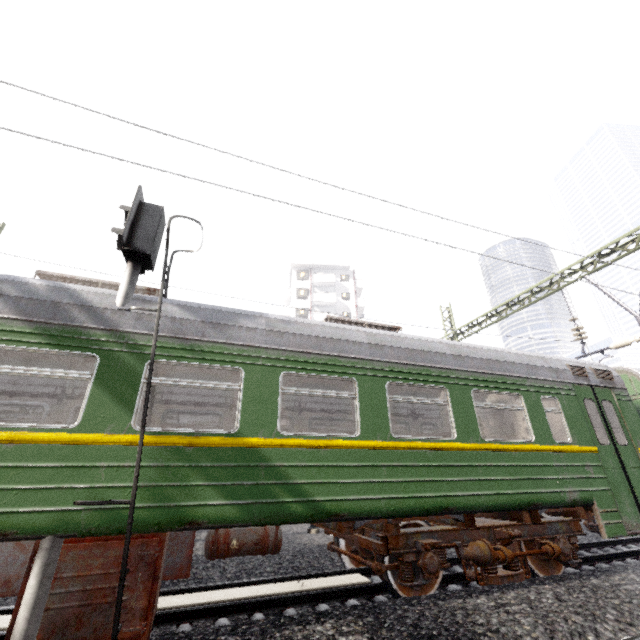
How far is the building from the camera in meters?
41.8 m

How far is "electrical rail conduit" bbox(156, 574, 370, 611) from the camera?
4.9 meters

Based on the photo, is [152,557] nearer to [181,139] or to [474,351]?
[181,139]

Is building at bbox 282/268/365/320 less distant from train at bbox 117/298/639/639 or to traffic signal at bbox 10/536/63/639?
train at bbox 117/298/639/639

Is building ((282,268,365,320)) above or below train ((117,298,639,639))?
above

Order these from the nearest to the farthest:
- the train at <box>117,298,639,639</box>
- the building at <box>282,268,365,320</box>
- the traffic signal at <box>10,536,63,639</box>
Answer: the traffic signal at <box>10,536,63,639</box>
the train at <box>117,298,639,639</box>
the building at <box>282,268,365,320</box>

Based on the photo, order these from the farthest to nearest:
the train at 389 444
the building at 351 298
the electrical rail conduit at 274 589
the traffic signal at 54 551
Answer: the building at 351 298 → the electrical rail conduit at 274 589 → the train at 389 444 → the traffic signal at 54 551

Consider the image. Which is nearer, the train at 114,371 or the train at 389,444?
the train at 114,371
